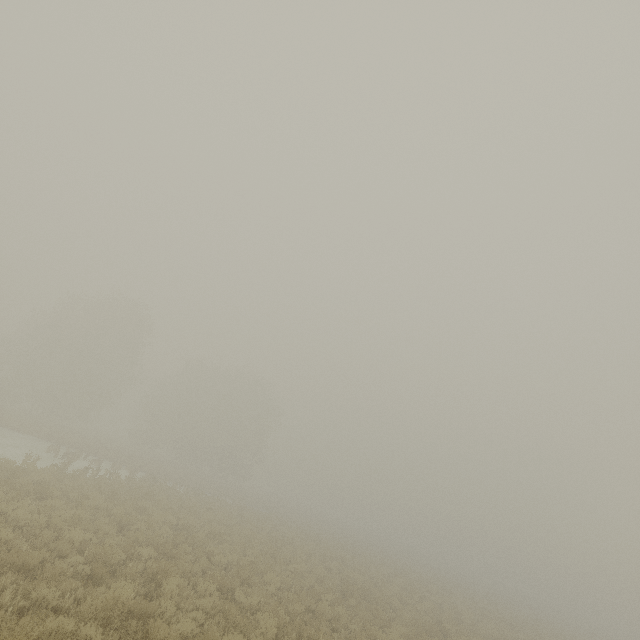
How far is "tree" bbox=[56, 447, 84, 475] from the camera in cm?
1845

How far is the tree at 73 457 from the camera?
18.45m

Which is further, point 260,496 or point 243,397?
point 243,397
